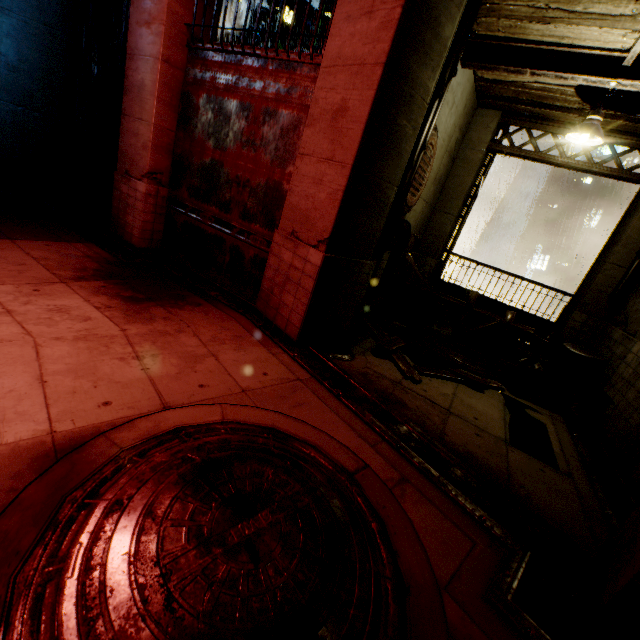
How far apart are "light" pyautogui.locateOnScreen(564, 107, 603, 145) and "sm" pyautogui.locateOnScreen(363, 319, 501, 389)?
4.7 meters

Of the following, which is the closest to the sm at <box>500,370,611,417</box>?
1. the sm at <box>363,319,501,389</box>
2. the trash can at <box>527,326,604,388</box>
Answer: the trash can at <box>527,326,604,388</box>

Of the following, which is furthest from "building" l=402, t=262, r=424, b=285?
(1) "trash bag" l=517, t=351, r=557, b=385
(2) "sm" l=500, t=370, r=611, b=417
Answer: (1) "trash bag" l=517, t=351, r=557, b=385

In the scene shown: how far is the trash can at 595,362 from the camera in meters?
7.0 m

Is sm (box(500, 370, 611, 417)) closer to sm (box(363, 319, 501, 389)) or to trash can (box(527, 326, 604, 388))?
trash can (box(527, 326, 604, 388))

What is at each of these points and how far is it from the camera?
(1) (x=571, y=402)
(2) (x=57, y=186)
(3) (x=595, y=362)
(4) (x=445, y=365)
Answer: (1) sm, 6.8 meters
(2) building, 9.1 meters
(3) trash can, 6.9 meters
(4) sm, 6.6 meters

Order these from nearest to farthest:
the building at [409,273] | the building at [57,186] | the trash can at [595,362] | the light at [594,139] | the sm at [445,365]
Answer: the building at [57,186] → the light at [594,139] → the sm at [445,365] → the trash can at [595,362] → the building at [409,273]

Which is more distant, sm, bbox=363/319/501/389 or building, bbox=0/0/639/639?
sm, bbox=363/319/501/389
